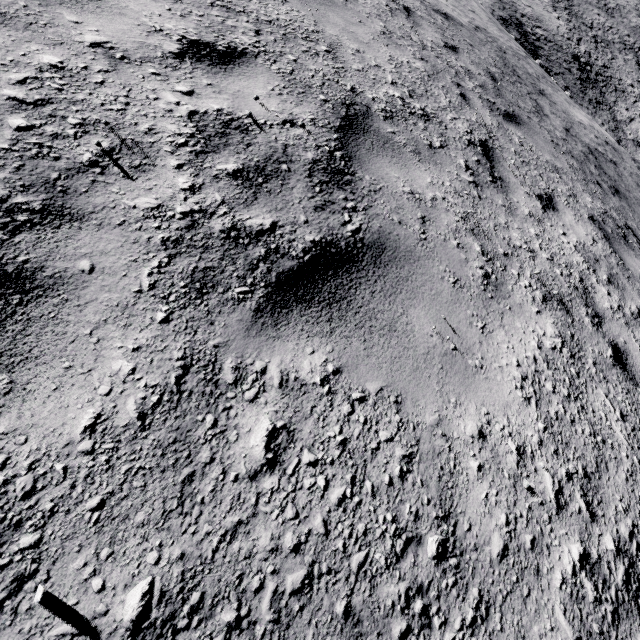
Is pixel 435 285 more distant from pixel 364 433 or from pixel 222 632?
pixel 222 632
